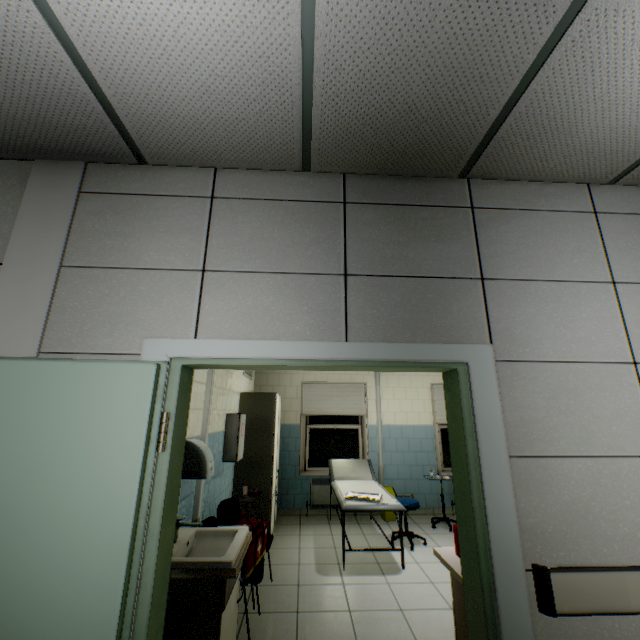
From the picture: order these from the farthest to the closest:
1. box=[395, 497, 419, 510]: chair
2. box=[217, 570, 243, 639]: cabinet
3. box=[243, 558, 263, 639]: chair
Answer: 1. box=[395, 497, 419, 510]: chair
2. box=[243, 558, 263, 639]: chair
3. box=[217, 570, 243, 639]: cabinet

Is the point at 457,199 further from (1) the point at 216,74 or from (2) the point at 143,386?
(2) the point at 143,386

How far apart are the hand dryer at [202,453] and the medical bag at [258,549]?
0.5m

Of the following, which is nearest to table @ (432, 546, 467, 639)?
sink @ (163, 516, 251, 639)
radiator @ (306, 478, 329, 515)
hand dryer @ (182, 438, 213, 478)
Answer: sink @ (163, 516, 251, 639)

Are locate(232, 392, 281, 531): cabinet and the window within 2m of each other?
yes

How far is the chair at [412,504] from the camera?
4.6 meters

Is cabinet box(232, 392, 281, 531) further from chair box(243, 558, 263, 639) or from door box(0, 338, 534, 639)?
door box(0, 338, 534, 639)

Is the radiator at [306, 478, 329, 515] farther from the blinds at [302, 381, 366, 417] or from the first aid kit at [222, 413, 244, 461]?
the first aid kit at [222, 413, 244, 461]
